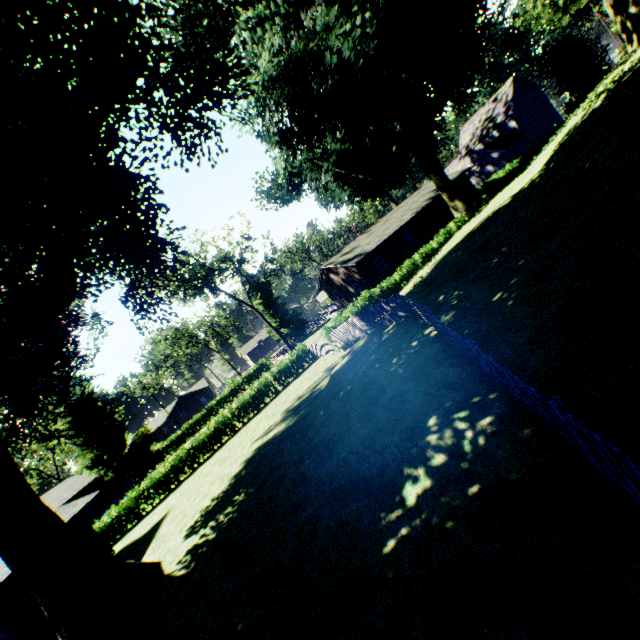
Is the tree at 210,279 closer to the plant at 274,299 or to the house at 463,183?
the house at 463,183

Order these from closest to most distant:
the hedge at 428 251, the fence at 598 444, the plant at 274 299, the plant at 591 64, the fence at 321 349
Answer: the fence at 598 444, the plant at 591 64, the hedge at 428 251, the fence at 321 349, the plant at 274 299

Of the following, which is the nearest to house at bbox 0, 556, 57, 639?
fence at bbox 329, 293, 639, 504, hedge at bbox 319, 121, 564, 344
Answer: fence at bbox 329, 293, 639, 504

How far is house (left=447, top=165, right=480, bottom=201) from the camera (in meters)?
38.11

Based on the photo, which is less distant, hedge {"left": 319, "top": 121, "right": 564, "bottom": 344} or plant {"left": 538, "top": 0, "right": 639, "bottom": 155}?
plant {"left": 538, "top": 0, "right": 639, "bottom": 155}

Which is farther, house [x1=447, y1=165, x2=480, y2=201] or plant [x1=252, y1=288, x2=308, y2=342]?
plant [x1=252, y1=288, x2=308, y2=342]

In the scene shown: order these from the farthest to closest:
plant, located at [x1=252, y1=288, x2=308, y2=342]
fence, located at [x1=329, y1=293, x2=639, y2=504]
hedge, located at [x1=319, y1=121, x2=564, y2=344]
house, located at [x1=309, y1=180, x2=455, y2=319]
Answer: plant, located at [x1=252, y1=288, x2=308, y2=342] → house, located at [x1=309, y1=180, x2=455, y2=319] → hedge, located at [x1=319, y1=121, x2=564, y2=344] → fence, located at [x1=329, y1=293, x2=639, y2=504]

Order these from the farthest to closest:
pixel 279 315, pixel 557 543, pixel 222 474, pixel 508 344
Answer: pixel 279 315 → pixel 222 474 → pixel 508 344 → pixel 557 543
